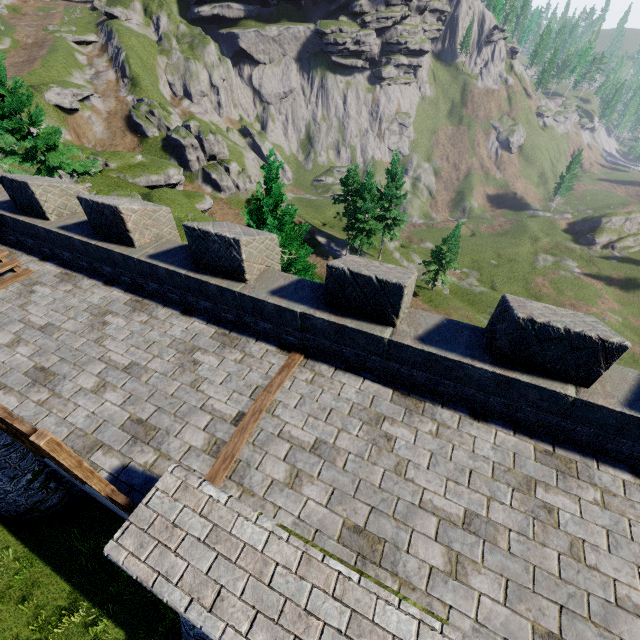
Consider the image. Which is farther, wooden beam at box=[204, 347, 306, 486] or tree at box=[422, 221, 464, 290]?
tree at box=[422, 221, 464, 290]

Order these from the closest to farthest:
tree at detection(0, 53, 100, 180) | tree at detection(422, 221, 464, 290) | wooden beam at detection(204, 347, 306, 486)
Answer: wooden beam at detection(204, 347, 306, 486) → tree at detection(0, 53, 100, 180) → tree at detection(422, 221, 464, 290)

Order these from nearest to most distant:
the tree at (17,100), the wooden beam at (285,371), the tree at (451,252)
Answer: the wooden beam at (285,371) < the tree at (17,100) < the tree at (451,252)

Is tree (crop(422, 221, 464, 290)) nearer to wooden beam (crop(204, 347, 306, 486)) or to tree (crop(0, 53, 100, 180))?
tree (crop(0, 53, 100, 180))

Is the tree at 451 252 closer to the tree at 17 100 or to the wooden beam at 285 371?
the tree at 17 100

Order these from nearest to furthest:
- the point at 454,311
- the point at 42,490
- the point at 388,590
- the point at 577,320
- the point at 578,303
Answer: the point at 388,590
the point at 577,320
the point at 42,490
the point at 454,311
the point at 578,303

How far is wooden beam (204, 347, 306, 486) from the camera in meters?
4.7 m
